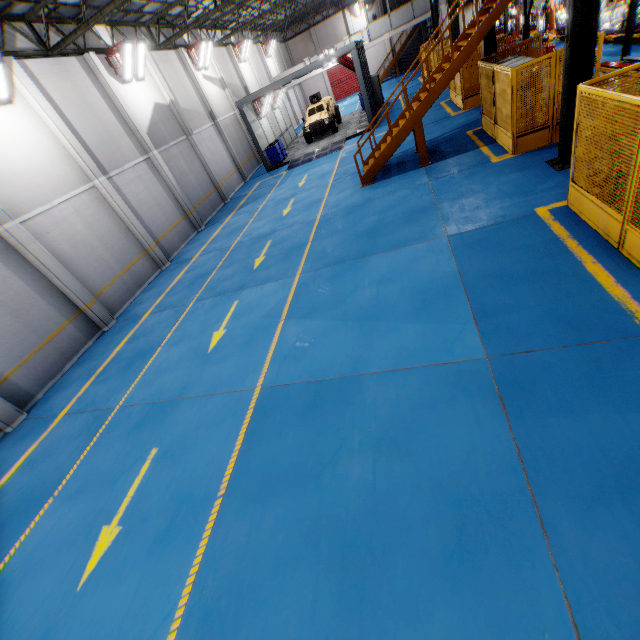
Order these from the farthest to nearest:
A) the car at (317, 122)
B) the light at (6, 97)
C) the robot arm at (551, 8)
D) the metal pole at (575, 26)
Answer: the car at (317, 122), the robot arm at (551, 8), the light at (6, 97), the metal pole at (575, 26)

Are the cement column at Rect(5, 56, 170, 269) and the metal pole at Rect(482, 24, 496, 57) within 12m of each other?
no

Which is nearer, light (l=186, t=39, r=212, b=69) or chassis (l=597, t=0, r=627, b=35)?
chassis (l=597, t=0, r=627, b=35)

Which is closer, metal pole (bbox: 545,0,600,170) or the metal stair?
metal pole (bbox: 545,0,600,170)

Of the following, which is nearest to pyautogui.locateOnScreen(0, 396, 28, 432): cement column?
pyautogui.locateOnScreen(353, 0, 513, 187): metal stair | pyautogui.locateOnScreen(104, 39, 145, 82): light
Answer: pyautogui.locateOnScreen(104, 39, 145, 82): light

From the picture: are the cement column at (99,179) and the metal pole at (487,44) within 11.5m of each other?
no

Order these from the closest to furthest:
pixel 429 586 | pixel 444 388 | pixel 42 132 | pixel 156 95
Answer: pixel 429 586
pixel 444 388
pixel 42 132
pixel 156 95

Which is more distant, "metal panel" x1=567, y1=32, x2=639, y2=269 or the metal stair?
the metal stair
